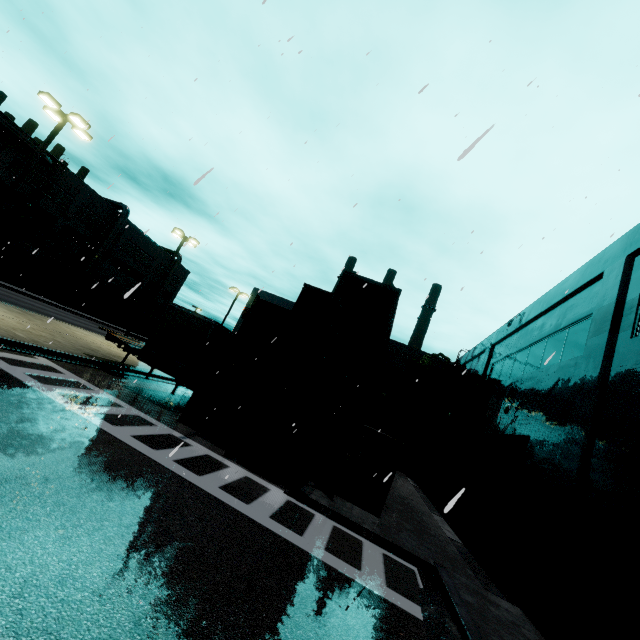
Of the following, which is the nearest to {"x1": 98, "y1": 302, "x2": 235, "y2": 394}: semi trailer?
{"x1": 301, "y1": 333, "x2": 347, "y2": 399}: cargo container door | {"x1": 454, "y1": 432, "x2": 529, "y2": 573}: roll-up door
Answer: {"x1": 301, "y1": 333, "x2": 347, "y2": 399}: cargo container door

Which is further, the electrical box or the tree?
the tree

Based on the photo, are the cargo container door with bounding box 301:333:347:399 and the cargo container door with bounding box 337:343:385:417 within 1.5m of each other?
yes

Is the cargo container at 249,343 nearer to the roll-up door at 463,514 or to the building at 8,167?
the building at 8,167

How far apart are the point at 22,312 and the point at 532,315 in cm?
2821

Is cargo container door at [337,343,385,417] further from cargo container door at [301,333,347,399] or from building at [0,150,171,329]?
building at [0,150,171,329]

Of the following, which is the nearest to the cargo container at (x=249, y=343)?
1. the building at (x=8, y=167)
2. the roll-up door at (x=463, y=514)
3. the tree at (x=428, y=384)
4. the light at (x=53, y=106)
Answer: the building at (x=8, y=167)

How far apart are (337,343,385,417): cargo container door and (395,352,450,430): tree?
19.6m
